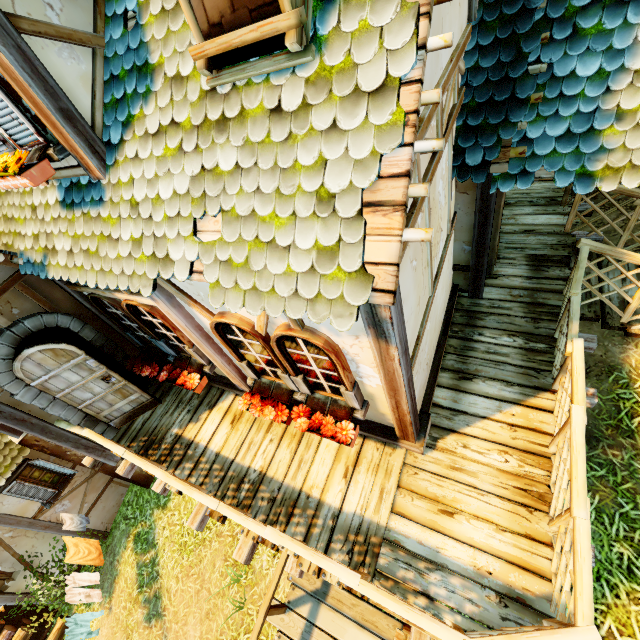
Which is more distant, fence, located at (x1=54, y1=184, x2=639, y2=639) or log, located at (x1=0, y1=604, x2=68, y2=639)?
log, located at (x1=0, y1=604, x2=68, y2=639)

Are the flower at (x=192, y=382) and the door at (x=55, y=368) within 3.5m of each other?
yes

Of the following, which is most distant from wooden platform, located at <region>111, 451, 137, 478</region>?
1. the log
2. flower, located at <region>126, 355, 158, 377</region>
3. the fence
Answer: the log

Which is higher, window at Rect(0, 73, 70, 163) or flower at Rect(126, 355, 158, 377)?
window at Rect(0, 73, 70, 163)

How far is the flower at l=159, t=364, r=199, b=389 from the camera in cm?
503

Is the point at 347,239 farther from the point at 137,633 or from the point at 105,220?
the point at 137,633

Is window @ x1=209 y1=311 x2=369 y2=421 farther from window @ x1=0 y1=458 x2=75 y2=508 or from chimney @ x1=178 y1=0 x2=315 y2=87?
Answer: window @ x1=0 y1=458 x2=75 y2=508

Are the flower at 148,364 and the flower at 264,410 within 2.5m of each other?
yes
